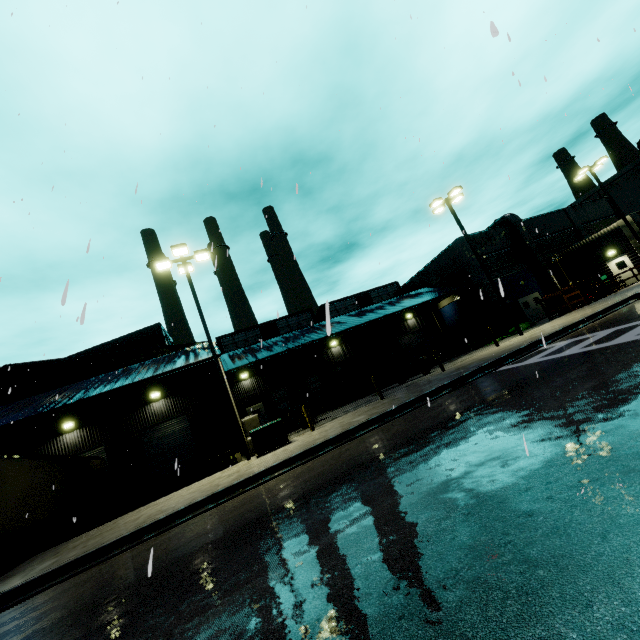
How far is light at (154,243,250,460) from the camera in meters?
13.6 m

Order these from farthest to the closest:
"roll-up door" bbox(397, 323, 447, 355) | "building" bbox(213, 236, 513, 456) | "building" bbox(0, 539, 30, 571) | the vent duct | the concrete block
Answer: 1. "roll-up door" bbox(397, 323, 447, 355)
2. the vent duct
3. "building" bbox(213, 236, 513, 456)
4. "building" bbox(0, 539, 30, 571)
5. the concrete block

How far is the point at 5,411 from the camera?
17.4 meters

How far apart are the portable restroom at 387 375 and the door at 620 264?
20.1m

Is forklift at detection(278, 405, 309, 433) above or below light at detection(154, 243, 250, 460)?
below

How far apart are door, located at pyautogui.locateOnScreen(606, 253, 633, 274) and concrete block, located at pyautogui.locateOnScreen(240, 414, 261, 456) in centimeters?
3145cm

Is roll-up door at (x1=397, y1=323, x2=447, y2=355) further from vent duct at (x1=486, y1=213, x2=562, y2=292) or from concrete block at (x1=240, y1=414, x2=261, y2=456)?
concrete block at (x1=240, y1=414, x2=261, y2=456)

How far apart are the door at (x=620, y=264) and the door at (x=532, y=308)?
5.45m
